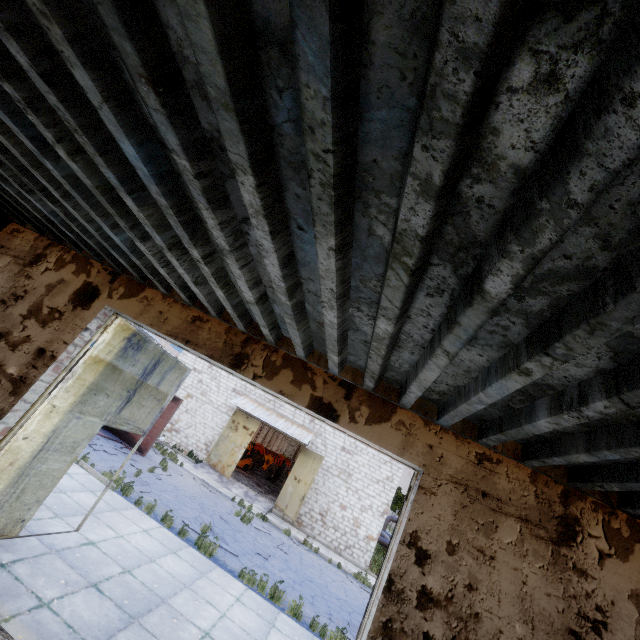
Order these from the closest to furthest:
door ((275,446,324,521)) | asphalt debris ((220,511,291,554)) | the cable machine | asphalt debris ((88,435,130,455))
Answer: asphalt debris ((88,435,130,455)) < asphalt debris ((220,511,291,554)) < door ((275,446,324,521)) < the cable machine

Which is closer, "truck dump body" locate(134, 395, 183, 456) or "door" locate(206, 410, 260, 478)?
"truck dump body" locate(134, 395, 183, 456)

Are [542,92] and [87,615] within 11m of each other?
yes

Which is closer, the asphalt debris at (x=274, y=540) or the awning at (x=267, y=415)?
the asphalt debris at (x=274, y=540)

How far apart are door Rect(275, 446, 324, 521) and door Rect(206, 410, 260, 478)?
3.3m

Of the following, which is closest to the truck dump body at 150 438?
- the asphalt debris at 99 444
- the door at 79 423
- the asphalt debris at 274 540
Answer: the asphalt debris at 99 444

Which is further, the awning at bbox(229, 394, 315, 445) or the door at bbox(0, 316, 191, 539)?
the awning at bbox(229, 394, 315, 445)

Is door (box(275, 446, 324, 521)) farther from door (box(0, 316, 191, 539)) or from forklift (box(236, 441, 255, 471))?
door (box(0, 316, 191, 539))
